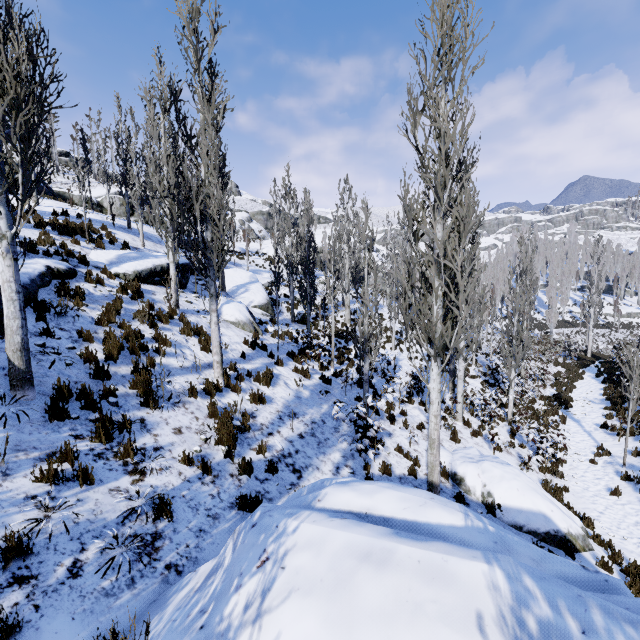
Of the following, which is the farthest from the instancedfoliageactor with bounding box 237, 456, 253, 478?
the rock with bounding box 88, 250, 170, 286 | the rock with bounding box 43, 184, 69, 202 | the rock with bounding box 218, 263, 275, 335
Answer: the rock with bounding box 43, 184, 69, 202

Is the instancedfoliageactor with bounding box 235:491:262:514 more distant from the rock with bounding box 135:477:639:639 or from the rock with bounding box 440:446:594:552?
the rock with bounding box 440:446:594:552

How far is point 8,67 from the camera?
4.5 meters

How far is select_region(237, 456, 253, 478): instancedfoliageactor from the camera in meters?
6.1 m

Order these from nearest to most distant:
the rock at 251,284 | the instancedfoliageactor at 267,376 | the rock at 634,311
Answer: the instancedfoliageactor at 267,376
the rock at 251,284
the rock at 634,311

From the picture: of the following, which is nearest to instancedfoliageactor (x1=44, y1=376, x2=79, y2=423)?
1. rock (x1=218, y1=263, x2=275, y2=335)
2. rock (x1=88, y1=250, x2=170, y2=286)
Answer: rock (x1=88, y1=250, x2=170, y2=286)

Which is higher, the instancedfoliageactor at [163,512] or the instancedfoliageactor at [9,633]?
the instancedfoliageactor at [9,633]

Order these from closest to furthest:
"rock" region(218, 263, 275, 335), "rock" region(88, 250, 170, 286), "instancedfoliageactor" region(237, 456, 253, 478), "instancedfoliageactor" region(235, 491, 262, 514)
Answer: "instancedfoliageactor" region(235, 491, 262, 514) → "instancedfoliageactor" region(237, 456, 253, 478) → "rock" region(88, 250, 170, 286) → "rock" region(218, 263, 275, 335)
